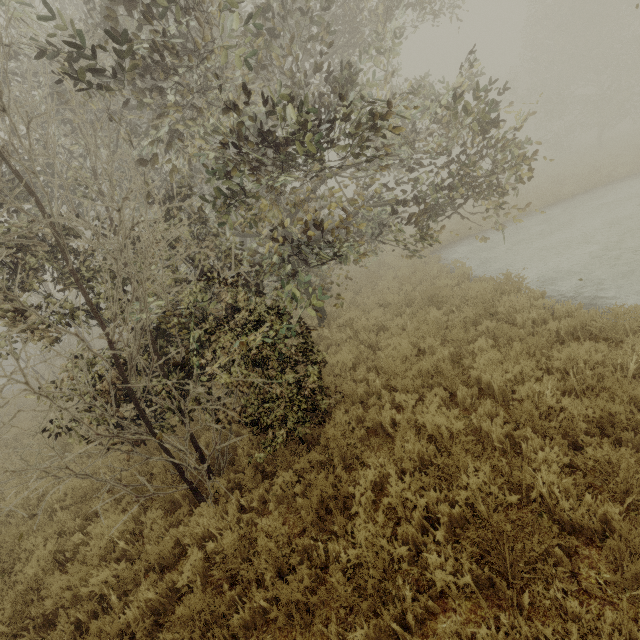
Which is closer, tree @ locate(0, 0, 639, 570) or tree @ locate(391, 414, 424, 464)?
tree @ locate(0, 0, 639, 570)

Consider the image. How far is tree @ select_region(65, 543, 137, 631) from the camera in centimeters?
402cm

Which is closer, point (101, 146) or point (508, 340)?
point (508, 340)

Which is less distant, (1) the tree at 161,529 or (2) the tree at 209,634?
(2) the tree at 209,634

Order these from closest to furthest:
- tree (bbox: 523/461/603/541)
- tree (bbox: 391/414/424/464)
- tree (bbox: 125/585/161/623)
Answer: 1. tree (bbox: 523/461/603/541)
2. tree (bbox: 125/585/161/623)
3. tree (bbox: 391/414/424/464)

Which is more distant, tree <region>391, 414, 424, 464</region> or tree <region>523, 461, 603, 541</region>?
tree <region>391, 414, 424, 464</region>

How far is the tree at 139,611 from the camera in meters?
3.7
